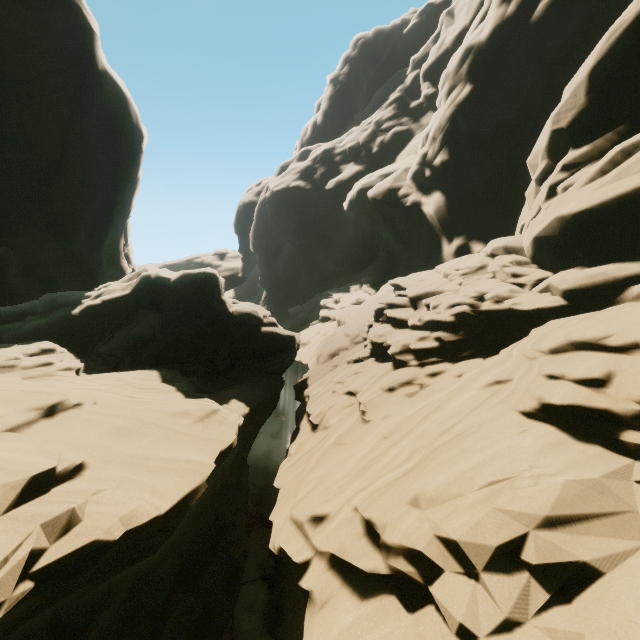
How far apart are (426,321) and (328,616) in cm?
904
